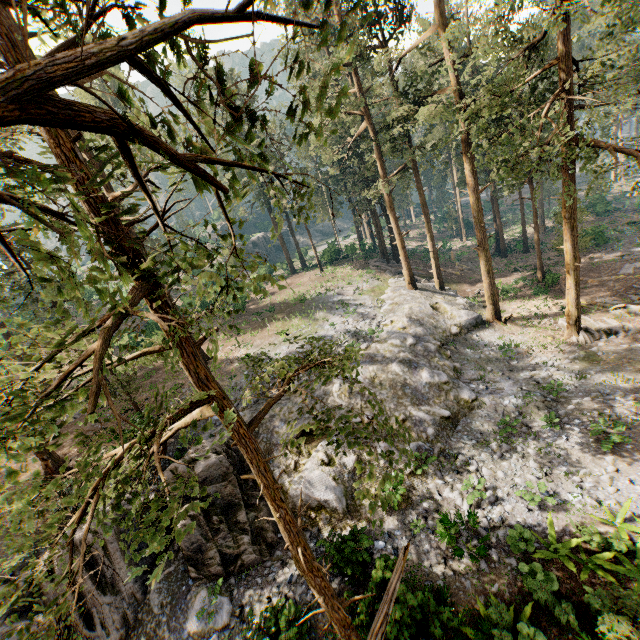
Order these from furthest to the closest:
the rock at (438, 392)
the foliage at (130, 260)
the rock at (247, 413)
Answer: the rock at (247, 413) < the rock at (438, 392) < the foliage at (130, 260)

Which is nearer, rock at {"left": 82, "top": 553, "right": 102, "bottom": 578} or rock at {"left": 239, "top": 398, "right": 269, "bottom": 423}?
rock at {"left": 82, "top": 553, "right": 102, "bottom": 578}

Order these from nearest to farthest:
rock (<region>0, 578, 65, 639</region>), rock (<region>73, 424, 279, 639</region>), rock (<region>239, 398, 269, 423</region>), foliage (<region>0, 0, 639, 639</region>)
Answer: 1. foliage (<region>0, 0, 639, 639</region>)
2. rock (<region>0, 578, 65, 639</region>)
3. rock (<region>73, 424, 279, 639</region>)
4. rock (<region>239, 398, 269, 423</region>)

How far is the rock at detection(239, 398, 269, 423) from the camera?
18.1 meters

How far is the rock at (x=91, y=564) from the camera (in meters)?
11.40

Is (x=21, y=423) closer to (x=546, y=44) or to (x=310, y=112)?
(x=546, y=44)
